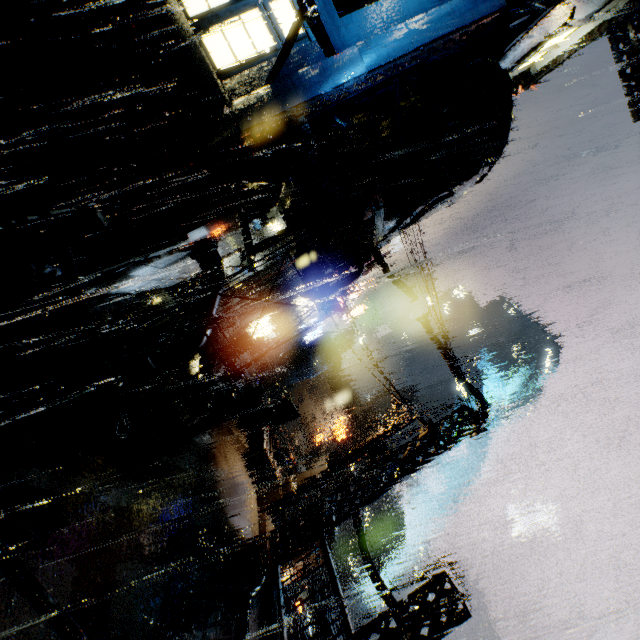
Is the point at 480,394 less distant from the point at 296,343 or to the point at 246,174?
the point at 246,174

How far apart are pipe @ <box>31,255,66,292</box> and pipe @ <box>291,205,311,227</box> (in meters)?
6.84

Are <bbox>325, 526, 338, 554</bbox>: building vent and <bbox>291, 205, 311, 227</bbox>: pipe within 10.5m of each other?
no

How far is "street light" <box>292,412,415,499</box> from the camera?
13.8 meters

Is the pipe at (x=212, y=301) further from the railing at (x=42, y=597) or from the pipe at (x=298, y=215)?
the railing at (x=42, y=597)

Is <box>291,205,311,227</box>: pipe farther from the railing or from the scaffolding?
the railing

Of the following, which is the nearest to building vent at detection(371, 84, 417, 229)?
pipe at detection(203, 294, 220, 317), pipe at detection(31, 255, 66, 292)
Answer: pipe at detection(203, 294, 220, 317)

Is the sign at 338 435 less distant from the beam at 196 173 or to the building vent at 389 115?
the building vent at 389 115
